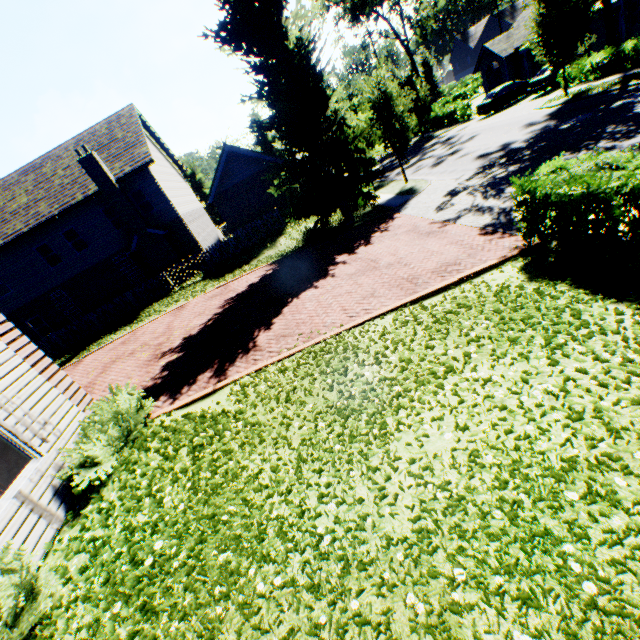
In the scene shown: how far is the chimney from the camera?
19.03m

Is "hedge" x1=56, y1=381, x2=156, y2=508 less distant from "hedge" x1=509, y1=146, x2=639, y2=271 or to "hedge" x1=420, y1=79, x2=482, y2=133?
"hedge" x1=509, y1=146, x2=639, y2=271

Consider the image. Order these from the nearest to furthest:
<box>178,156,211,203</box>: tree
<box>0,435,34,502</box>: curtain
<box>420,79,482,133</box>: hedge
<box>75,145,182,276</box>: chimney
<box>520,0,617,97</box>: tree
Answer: <box>0,435,34,502</box>: curtain → <box>520,0,617,97</box>: tree → <box>75,145,182,276</box>: chimney → <box>420,79,482,133</box>: hedge → <box>178,156,211,203</box>: tree

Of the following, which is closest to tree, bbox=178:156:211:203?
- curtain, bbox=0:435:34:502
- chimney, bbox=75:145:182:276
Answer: chimney, bbox=75:145:182:276

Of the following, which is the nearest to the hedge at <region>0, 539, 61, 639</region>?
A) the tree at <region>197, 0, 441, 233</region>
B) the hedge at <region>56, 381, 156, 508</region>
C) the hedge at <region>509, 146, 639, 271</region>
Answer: the hedge at <region>56, 381, 156, 508</region>

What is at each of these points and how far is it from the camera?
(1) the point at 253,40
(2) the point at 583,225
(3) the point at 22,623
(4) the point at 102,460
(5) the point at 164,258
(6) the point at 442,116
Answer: (1) tree, 13.6m
(2) hedge, 6.1m
(3) hedge, 3.5m
(4) hedge, 5.5m
(5) chimney, 21.7m
(6) hedge, 34.3m

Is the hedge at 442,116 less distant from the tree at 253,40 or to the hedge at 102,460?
the tree at 253,40

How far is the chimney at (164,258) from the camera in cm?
1903
